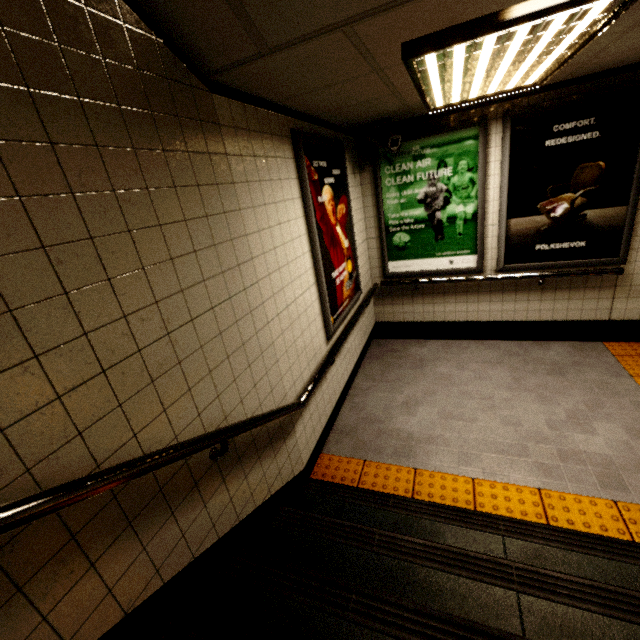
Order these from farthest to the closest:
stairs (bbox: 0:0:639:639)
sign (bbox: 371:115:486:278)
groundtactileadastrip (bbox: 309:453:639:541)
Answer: sign (bbox: 371:115:486:278), groundtactileadastrip (bbox: 309:453:639:541), stairs (bbox: 0:0:639:639)

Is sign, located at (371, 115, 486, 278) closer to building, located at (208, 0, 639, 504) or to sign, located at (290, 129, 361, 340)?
building, located at (208, 0, 639, 504)

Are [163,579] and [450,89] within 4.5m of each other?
yes

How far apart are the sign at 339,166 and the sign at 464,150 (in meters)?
0.67

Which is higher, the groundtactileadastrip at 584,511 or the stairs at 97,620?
the stairs at 97,620

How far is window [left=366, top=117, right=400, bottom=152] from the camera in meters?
3.5

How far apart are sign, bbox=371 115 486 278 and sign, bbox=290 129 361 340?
0.7m

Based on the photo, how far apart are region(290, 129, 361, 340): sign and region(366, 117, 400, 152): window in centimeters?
42cm
